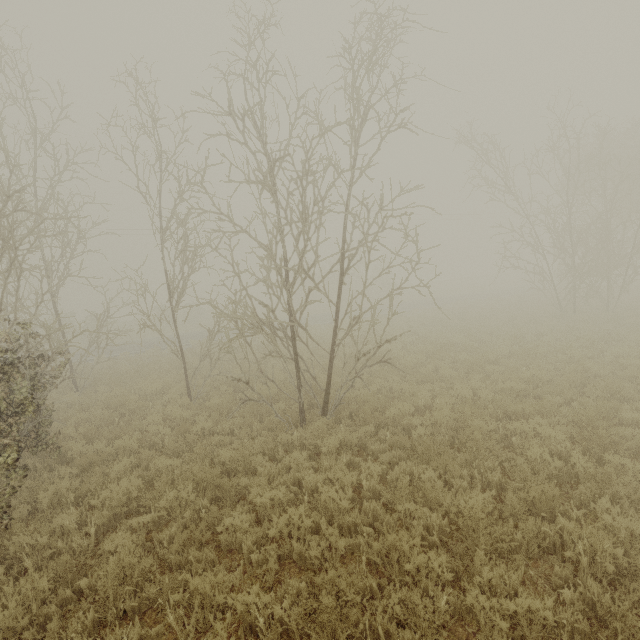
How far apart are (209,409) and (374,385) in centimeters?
509cm
